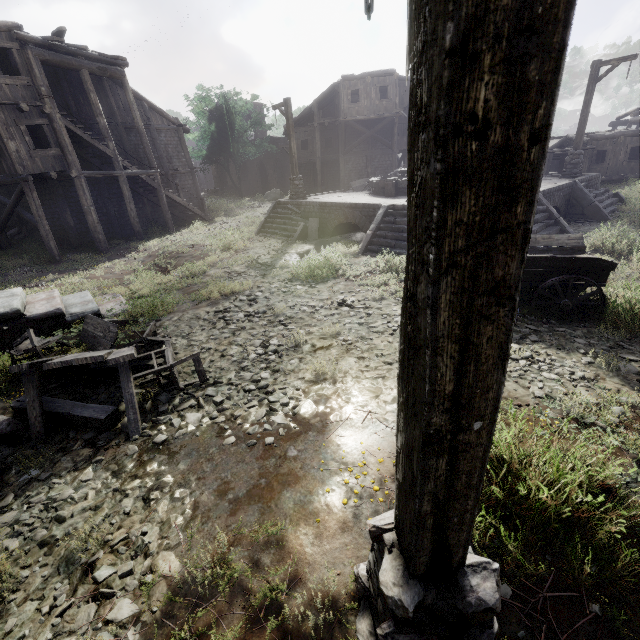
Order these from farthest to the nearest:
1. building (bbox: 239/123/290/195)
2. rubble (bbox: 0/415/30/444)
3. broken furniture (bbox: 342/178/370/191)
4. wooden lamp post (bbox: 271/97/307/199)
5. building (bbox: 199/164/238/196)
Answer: building (bbox: 199/164/238/196)
building (bbox: 239/123/290/195)
broken furniture (bbox: 342/178/370/191)
wooden lamp post (bbox: 271/97/307/199)
rubble (bbox: 0/415/30/444)

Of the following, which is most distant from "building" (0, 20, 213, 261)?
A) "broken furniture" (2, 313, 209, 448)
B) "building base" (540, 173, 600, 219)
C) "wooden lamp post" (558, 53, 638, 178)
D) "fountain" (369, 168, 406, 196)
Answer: "fountain" (369, 168, 406, 196)

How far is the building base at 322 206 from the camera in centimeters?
1317cm

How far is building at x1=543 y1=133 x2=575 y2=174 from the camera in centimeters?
2366cm

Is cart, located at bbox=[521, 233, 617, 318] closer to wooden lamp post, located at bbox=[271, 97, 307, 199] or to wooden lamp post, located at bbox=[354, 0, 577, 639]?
wooden lamp post, located at bbox=[354, 0, 577, 639]

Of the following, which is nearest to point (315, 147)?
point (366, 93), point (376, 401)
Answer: point (366, 93)

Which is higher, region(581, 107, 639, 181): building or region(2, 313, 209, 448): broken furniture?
region(581, 107, 639, 181): building

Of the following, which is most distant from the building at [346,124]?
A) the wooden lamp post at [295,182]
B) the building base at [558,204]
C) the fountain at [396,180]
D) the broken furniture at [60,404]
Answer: the fountain at [396,180]
